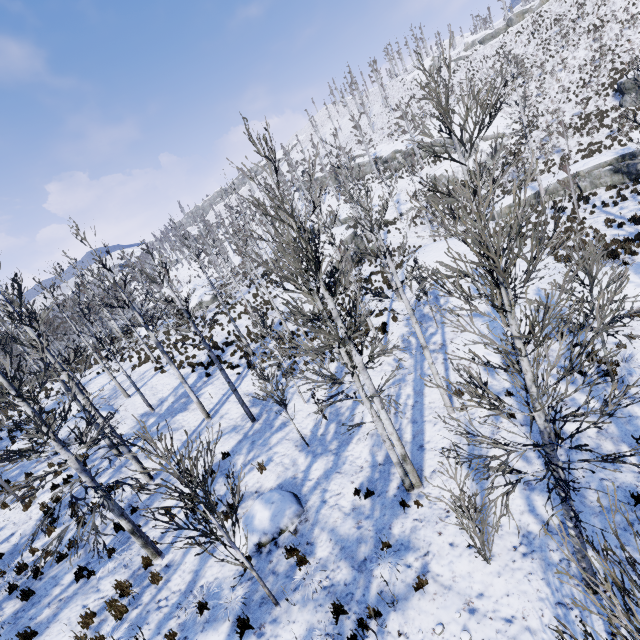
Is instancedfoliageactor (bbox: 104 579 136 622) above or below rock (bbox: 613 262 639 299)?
above

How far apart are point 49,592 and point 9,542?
4.21m

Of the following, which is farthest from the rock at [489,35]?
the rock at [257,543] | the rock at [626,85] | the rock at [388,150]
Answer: the rock at [257,543]

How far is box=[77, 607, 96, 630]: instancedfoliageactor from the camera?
7.81m

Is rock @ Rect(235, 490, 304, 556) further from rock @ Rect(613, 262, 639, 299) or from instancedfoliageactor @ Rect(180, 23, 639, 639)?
rock @ Rect(613, 262, 639, 299)

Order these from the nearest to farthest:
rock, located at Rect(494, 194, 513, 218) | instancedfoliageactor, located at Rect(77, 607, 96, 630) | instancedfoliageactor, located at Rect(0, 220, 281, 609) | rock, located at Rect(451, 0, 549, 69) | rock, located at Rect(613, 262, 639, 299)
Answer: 1. instancedfoliageactor, located at Rect(0, 220, 281, 609)
2. instancedfoliageactor, located at Rect(77, 607, 96, 630)
3. rock, located at Rect(613, 262, 639, 299)
4. rock, located at Rect(494, 194, 513, 218)
5. rock, located at Rect(451, 0, 549, 69)

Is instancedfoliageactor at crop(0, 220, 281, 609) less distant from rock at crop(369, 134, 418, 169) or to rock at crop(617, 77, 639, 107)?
rock at crop(617, 77, 639, 107)

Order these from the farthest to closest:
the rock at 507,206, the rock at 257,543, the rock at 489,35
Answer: the rock at 489,35
the rock at 507,206
the rock at 257,543
